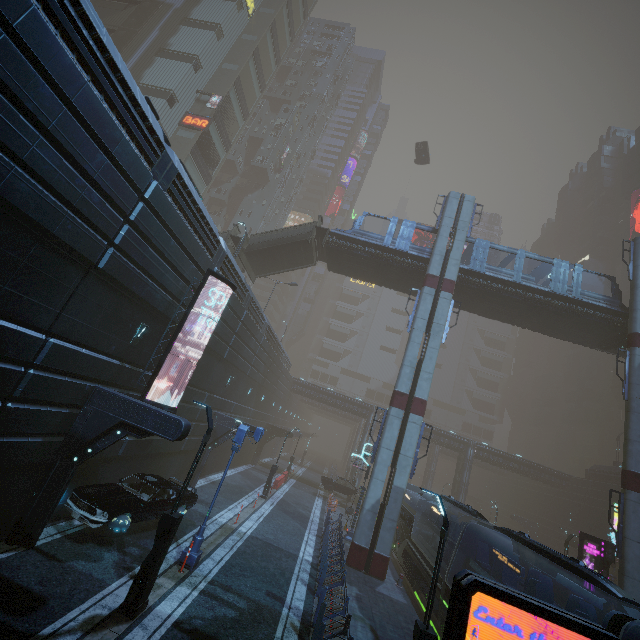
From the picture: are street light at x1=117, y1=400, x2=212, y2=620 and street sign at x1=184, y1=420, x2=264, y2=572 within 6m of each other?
yes

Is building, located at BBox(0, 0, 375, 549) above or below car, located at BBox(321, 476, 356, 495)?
above

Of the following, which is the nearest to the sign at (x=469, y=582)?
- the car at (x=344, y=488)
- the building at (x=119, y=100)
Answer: the building at (x=119, y=100)

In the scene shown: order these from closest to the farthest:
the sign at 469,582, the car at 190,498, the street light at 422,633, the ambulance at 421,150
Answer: the sign at 469,582, the street light at 422,633, the car at 190,498, the ambulance at 421,150

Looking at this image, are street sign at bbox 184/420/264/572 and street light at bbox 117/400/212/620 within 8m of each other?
yes

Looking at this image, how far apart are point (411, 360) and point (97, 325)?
17.5m

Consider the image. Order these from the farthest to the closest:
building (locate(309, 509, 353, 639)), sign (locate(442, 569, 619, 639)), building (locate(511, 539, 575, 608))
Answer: building (locate(511, 539, 575, 608))
building (locate(309, 509, 353, 639))
sign (locate(442, 569, 619, 639))

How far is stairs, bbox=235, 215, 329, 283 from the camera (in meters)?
27.00
